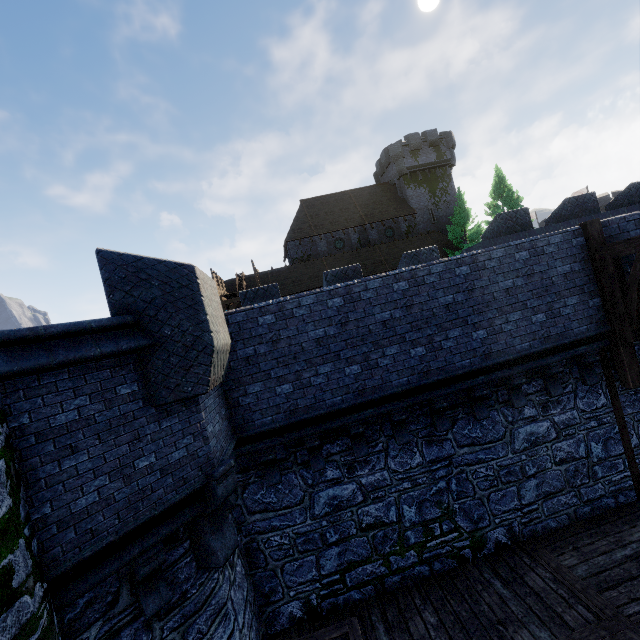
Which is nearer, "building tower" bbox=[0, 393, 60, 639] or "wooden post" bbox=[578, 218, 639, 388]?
"building tower" bbox=[0, 393, 60, 639]

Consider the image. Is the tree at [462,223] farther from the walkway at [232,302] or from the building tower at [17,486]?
the building tower at [17,486]

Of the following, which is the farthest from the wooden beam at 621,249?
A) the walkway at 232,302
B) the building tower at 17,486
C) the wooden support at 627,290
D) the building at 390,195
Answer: the building at 390,195

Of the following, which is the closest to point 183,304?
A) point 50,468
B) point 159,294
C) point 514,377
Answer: point 159,294

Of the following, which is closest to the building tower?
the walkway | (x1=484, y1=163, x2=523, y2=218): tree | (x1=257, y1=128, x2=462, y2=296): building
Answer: the walkway

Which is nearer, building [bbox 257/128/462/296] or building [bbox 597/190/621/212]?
building [bbox 257/128/462/296]

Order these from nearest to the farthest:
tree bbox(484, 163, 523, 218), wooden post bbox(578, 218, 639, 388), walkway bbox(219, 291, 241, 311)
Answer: wooden post bbox(578, 218, 639, 388)
walkway bbox(219, 291, 241, 311)
tree bbox(484, 163, 523, 218)

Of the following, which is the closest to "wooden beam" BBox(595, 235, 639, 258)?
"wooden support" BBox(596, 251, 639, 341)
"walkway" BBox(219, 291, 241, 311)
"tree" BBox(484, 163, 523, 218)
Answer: "wooden support" BBox(596, 251, 639, 341)
